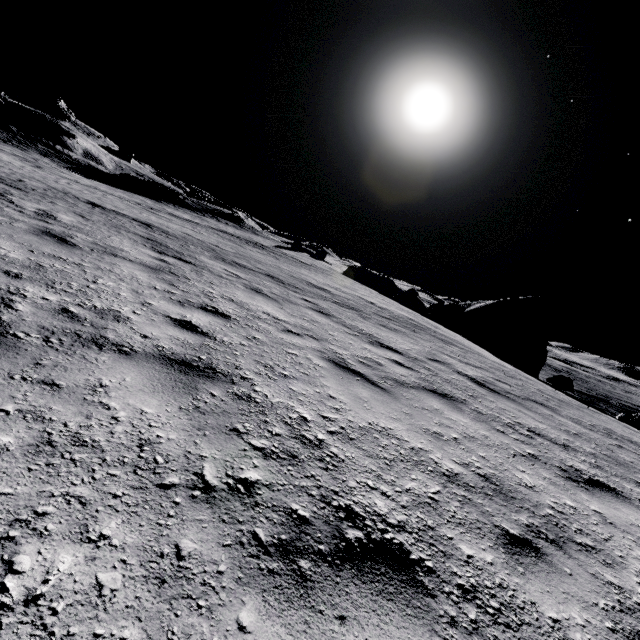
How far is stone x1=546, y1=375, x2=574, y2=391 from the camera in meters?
20.9 m

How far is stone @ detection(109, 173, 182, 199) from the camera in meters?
37.7 m

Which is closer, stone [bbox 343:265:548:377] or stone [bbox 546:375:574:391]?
stone [bbox 546:375:574:391]

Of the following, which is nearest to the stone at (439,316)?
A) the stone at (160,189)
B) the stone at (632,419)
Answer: the stone at (632,419)

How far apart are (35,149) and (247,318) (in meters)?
51.30

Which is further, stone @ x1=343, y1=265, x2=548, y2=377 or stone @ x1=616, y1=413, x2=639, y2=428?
stone @ x1=343, y1=265, x2=548, y2=377
